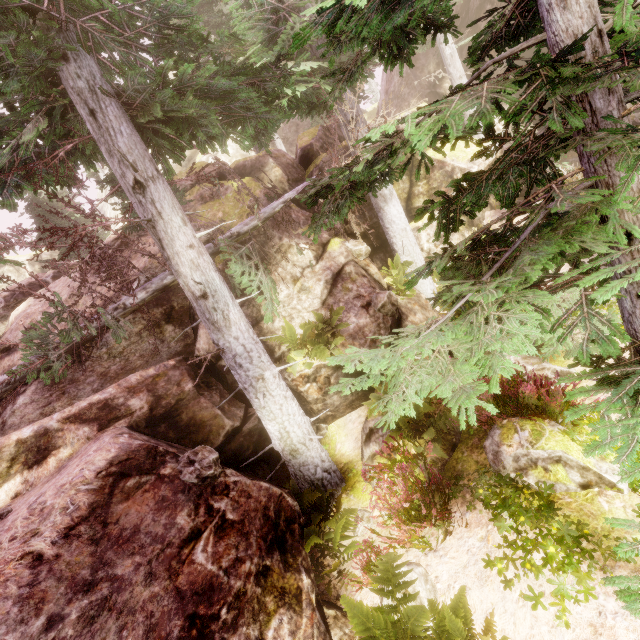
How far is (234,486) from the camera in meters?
5.6 m

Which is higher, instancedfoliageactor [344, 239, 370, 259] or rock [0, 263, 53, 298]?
rock [0, 263, 53, 298]

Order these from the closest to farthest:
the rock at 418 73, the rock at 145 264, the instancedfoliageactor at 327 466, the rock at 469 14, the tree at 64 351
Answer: the instancedfoliageactor at 327 466 → the tree at 64 351 → the rock at 145 264 → the rock at 469 14 → the rock at 418 73

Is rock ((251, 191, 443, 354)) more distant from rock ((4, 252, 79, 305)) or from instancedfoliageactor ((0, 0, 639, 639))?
rock ((4, 252, 79, 305))

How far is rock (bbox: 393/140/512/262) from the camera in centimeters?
1220cm

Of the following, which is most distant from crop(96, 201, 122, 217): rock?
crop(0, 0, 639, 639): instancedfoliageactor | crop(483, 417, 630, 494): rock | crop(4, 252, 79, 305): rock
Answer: crop(4, 252, 79, 305): rock

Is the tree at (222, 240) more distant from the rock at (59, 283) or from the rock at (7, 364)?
the rock at (59, 283)
